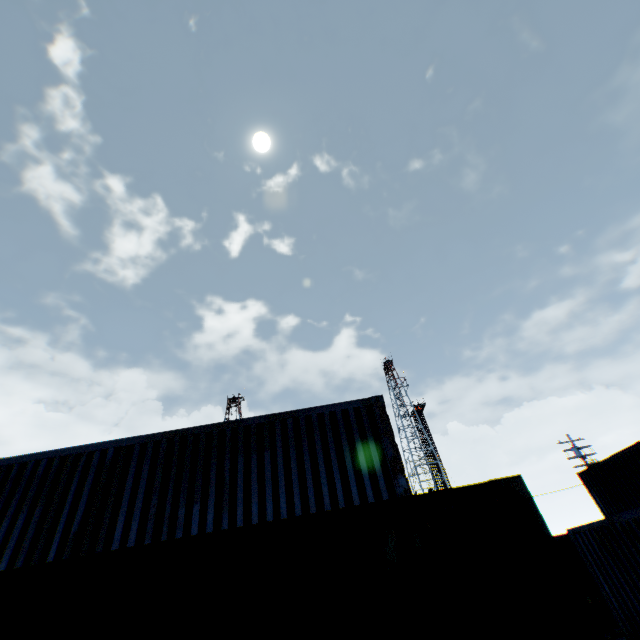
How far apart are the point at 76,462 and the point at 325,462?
5.7 meters
